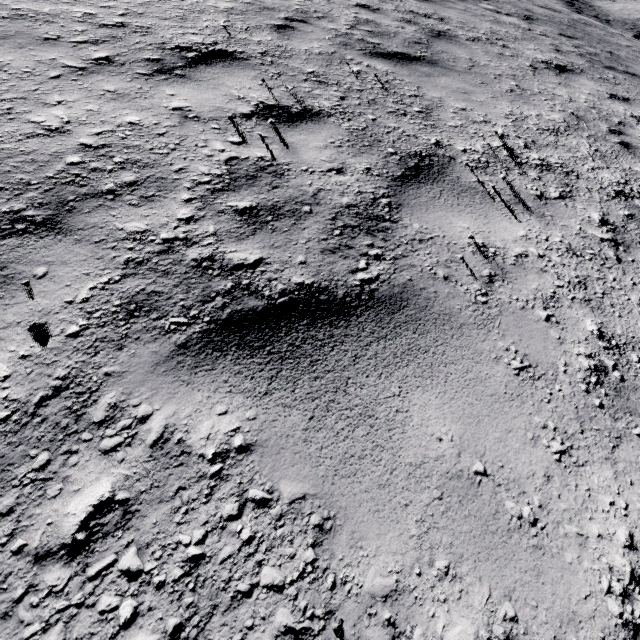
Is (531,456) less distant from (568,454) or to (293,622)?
(568,454)
